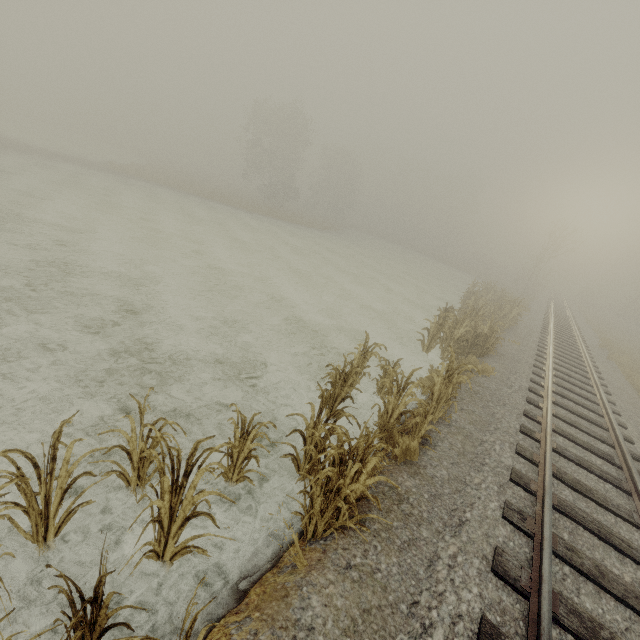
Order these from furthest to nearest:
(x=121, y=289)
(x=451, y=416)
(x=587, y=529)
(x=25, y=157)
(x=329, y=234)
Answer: (x=329, y=234) → (x=25, y=157) → (x=121, y=289) → (x=451, y=416) → (x=587, y=529)

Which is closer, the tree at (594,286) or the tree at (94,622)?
the tree at (94,622)

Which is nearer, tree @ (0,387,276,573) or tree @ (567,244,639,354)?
tree @ (0,387,276,573)

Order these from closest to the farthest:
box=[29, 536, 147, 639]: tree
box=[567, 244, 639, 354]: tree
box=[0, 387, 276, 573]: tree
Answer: box=[29, 536, 147, 639]: tree → box=[0, 387, 276, 573]: tree → box=[567, 244, 639, 354]: tree

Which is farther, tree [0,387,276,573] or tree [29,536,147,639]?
tree [0,387,276,573]

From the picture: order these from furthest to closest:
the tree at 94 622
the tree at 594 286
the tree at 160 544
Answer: the tree at 594 286, the tree at 160 544, the tree at 94 622
